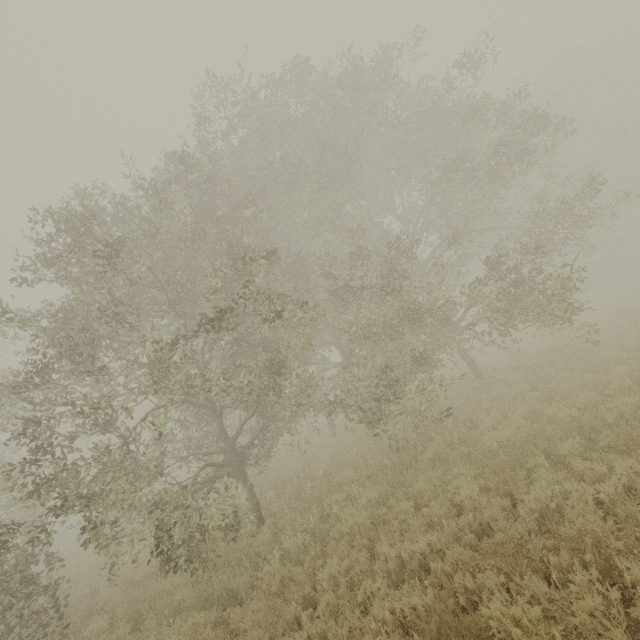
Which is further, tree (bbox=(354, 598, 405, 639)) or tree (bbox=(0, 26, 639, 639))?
tree (bbox=(0, 26, 639, 639))

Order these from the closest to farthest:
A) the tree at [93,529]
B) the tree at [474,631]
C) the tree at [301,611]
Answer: the tree at [474,631] < the tree at [301,611] < the tree at [93,529]

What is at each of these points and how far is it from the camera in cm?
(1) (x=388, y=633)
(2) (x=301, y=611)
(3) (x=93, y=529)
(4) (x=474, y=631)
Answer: (1) tree, 451
(2) tree, 542
(3) tree, 573
(4) tree, 368

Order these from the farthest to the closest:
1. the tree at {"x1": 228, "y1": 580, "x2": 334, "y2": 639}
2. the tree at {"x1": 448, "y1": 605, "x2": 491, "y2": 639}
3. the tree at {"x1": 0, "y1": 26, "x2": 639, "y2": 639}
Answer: the tree at {"x1": 0, "y1": 26, "x2": 639, "y2": 639} < the tree at {"x1": 228, "y1": 580, "x2": 334, "y2": 639} < the tree at {"x1": 448, "y1": 605, "x2": 491, "y2": 639}

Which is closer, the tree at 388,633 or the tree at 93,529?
the tree at 388,633
